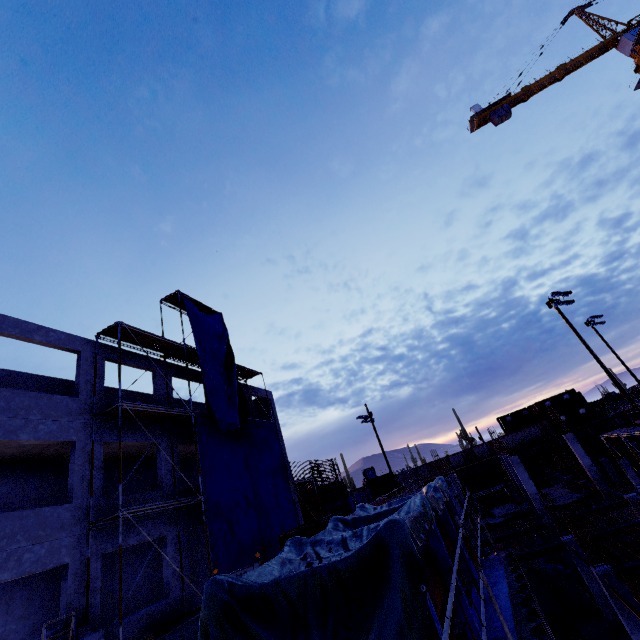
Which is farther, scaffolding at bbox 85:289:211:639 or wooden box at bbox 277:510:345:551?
scaffolding at bbox 85:289:211:639

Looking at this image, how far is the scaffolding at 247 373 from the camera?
22.8 meters

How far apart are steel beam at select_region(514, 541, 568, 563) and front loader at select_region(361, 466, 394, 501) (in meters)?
24.57

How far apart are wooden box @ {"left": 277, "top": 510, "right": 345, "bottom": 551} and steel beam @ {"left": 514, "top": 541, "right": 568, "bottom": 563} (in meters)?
15.84

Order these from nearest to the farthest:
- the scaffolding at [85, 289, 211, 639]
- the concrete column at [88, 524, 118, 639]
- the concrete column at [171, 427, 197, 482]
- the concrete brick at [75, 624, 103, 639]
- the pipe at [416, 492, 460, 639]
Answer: the pipe at [416, 492, 460, 639] → the concrete brick at [75, 624, 103, 639] → the concrete column at [88, 524, 118, 639] → the scaffolding at [85, 289, 211, 639] → the concrete column at [171, 427, 197, 482]

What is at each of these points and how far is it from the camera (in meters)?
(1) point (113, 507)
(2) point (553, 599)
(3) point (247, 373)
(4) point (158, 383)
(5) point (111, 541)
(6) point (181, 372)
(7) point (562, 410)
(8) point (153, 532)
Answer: (1) concrete column, 12.61
(2) pipe, 16.80
(3) scaffolding, 24.44
(4) concrete column, 17.52
(5) concrete column, 12.01
(6) concrete column, 19.52
(7) cargo container, 50.28
(8) concrete column, 13.56

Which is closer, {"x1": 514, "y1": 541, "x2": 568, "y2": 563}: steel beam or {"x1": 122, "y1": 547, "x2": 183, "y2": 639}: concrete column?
{"x1": 122, "y1": 547, "x2": 183, "y2": 639}: concrete column

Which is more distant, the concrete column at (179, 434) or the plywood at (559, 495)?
the plywood at (559, 495)
